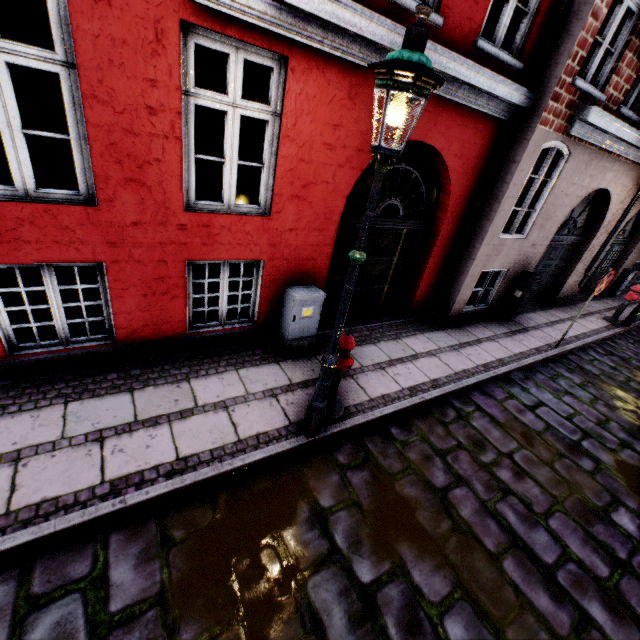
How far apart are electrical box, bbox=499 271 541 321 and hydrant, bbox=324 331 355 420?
5.9 meters

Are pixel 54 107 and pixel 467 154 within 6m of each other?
no

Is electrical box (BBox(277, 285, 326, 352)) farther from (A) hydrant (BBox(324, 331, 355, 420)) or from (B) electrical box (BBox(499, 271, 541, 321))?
(B) electrical box (BBox(499, 271, 541, 321))

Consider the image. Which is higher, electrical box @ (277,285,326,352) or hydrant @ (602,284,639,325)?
hydrant @ (602,284,639,325)

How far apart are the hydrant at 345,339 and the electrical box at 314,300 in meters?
1.0 m

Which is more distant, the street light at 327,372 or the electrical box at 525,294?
the electrical box at 525,294

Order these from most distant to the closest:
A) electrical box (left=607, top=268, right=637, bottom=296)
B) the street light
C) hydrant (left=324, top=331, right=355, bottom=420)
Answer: electrical box (left=607, top=268, right=637, bottom=296) < hydrant (left=324, top=331, right=355, bottom=420) < the street light

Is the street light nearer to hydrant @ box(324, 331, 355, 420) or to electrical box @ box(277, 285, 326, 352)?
hydrant @ box(324, 331, 355, 420)
